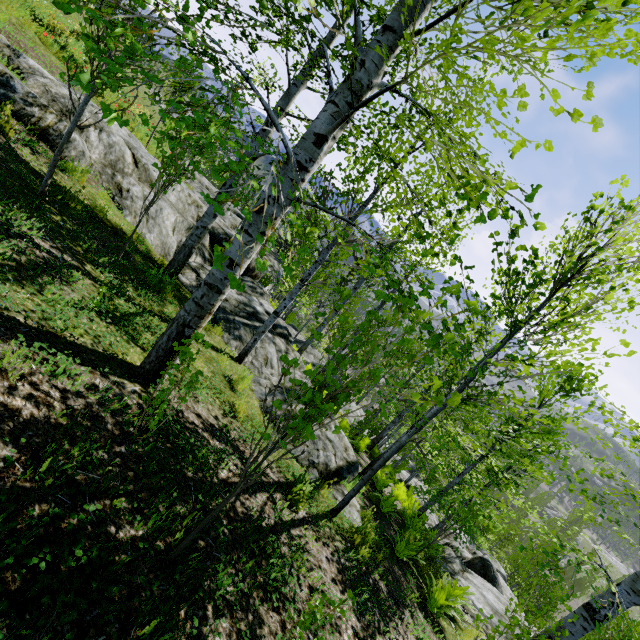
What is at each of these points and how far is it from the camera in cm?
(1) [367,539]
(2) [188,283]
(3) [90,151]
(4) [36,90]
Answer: (1) instancedfoliageactor, 541
(2) rock, 846
(3) rock, 729
(4) rock, 660

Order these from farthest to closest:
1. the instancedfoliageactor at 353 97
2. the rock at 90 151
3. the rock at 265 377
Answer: the rock at 265 377
the rock at 90 151
the instancedfoliageactor at 353 97

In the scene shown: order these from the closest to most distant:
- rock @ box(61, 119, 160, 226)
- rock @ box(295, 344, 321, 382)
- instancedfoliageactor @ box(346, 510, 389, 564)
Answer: instancedfoliageactor @ box(346, 510, 389, 564), rock @ box(61, 119, 160, 226), rock @ box(295, 344, 321, 382)

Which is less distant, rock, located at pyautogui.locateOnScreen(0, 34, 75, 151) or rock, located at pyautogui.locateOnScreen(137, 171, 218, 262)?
rock, located at pyautogui.locateOnScreen(0, 34, 75, 151)

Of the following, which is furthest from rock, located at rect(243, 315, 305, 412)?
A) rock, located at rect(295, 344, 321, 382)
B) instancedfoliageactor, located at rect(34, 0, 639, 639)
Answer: instancedfoliageactor, located at rect(34, 0, 639, 639)

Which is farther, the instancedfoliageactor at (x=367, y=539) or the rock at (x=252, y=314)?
the rock at (x=252, y=314)
